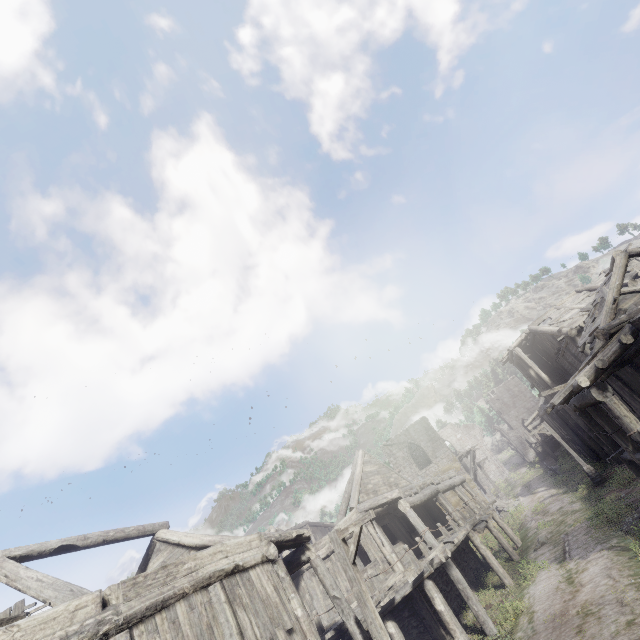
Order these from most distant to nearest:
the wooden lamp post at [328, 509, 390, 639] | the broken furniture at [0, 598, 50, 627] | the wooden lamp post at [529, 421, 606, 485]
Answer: the wooden lamp post at [529, 421, 606, 485] < the wooden lamp post at [328, 509, 390, 639] < the broken furniture at [0, 598, 50, 627]

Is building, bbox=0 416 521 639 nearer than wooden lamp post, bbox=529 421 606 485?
Yes

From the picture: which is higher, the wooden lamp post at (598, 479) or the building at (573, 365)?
the building at (573, 365)

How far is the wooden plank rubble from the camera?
15.9 meters

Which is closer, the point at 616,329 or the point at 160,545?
the point at 616,329

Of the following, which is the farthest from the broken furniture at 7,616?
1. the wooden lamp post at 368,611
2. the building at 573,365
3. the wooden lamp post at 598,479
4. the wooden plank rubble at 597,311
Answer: the wooden lamp post at 598,479

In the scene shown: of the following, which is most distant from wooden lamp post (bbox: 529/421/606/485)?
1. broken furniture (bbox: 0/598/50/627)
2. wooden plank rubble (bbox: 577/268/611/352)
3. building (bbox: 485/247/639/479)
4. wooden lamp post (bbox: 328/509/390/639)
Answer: broken furniture (bbox: 0/598/50/627)

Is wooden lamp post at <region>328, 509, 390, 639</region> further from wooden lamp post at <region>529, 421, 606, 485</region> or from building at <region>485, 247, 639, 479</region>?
wooden lamp post at <region>529, 421, 606, 485</region>
